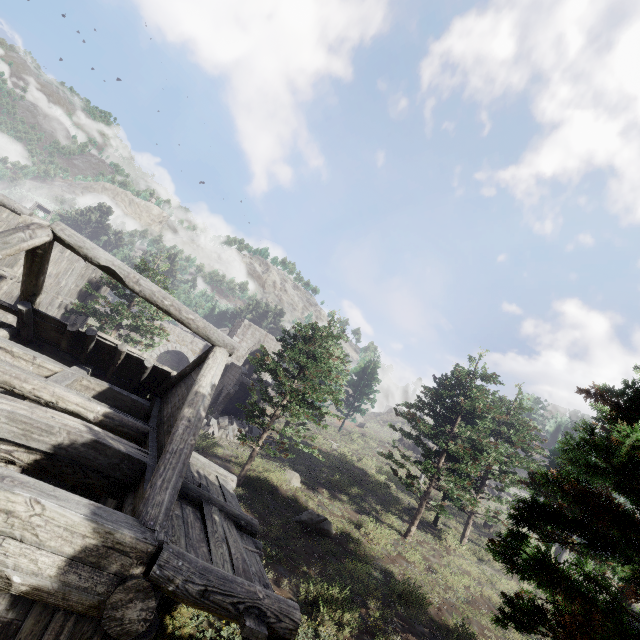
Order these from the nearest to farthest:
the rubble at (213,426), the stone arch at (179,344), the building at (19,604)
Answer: the building at (19,604) < the rubble at (213,426) < the stone arch at (179,344)

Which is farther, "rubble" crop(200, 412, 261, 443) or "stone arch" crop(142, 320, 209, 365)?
"stone arch" crop(142, 320, 209, 365)

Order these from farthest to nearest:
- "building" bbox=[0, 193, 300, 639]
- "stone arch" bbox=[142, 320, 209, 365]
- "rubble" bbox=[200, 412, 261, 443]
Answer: "stone arch" bbox=[142, 320, 209, 365] < "rubble" bbox=[200, 412, 261, 443] < "building" bbox=[0, 193, 300, 639]

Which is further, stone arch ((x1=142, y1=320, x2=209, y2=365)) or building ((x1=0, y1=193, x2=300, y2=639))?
stone arch ((x1=142, y1=320, x2=209, y2=365))

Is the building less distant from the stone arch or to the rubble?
the stone arch

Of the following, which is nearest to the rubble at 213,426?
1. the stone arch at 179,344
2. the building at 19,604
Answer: the stone arch at 179,344

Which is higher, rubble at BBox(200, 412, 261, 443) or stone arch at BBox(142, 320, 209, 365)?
stone arch at BBox(142, 320, 209, 365)

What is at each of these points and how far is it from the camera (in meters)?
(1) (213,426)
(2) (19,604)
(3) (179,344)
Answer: (1) rubble, 22.48
(2) building, 3.33
(3) stone arch, 33.41
